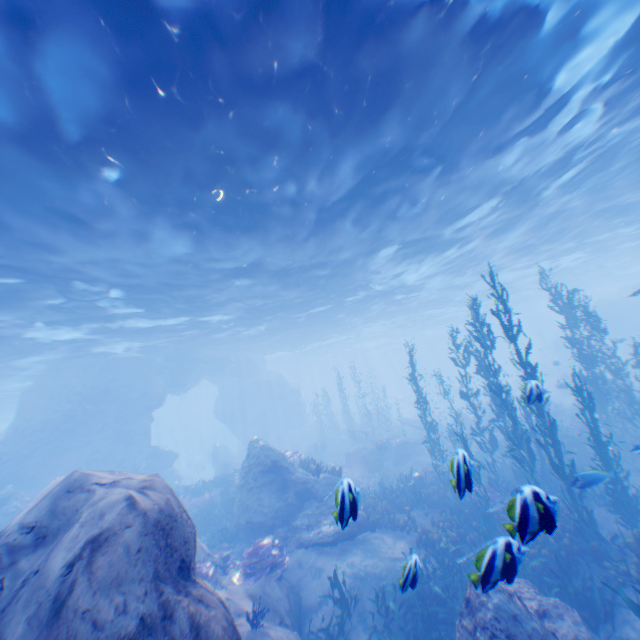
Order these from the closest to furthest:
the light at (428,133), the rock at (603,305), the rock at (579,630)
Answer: the rock at (579,630)
the light at (428,133)
the rock at (603,305)

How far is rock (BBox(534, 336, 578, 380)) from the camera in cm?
3124

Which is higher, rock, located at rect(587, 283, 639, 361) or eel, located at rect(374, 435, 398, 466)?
rock, located at rect(587, 283, 639, 361)

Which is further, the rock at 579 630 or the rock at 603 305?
the rock at 603 305

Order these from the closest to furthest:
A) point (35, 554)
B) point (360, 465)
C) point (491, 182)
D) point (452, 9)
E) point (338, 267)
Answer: point (35, 554), point (452, 9), point (491, 182), point (338, 267), point (360, 465)

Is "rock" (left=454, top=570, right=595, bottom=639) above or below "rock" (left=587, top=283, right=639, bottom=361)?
below

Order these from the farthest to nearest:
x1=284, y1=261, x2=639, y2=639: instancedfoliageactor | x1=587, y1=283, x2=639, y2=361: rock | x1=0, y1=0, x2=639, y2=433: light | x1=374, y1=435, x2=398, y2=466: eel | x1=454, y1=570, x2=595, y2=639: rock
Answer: x1=587, y1=283, x2=639, y2=361: rock
x1=374, y1=435, x2=398, y2=466: eel
x1=284, y1=261, x2=639, y2=639: instancedfoliageactor
x1=0, y1=0, x2=639, y2=433: light
x1=454, y1=570, x2=595, y2=639: rock

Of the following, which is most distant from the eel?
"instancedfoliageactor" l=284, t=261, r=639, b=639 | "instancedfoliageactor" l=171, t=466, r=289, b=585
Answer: "instancedfoliageactor" l=171, t=466, r=289, b=585
